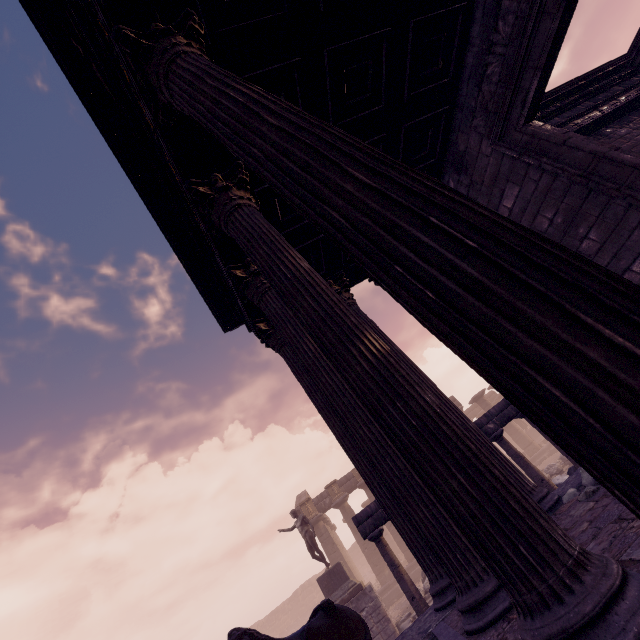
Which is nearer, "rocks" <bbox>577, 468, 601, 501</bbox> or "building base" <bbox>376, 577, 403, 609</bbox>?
"rocks" <bbox>577, 468, 601, 501</bbox>

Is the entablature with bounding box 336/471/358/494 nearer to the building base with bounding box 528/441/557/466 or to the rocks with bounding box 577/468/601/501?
the building base with bounding box 528/441/557/466

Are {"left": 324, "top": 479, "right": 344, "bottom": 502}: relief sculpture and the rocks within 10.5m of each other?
no

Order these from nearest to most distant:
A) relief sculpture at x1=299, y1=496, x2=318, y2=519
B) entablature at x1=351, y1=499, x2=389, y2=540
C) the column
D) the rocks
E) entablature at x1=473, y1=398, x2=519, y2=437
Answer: the rocks → entablature at x1=351, y1=499, x2=389, y2=540 → entablature at x1=473, y1=398, x2=519, y2=437 → the column → relief sculpture at x1=299, y1=496, x2=318, y2=519

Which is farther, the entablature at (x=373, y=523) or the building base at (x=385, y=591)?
the building base at (x=385, y=591)

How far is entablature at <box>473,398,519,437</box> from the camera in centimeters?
922cm

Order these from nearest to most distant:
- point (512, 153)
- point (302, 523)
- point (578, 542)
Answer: point (578, 542) → point (512, 153) → point (302, 523)

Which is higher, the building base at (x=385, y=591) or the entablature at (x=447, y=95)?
the entablature at (x=447, y=95)
